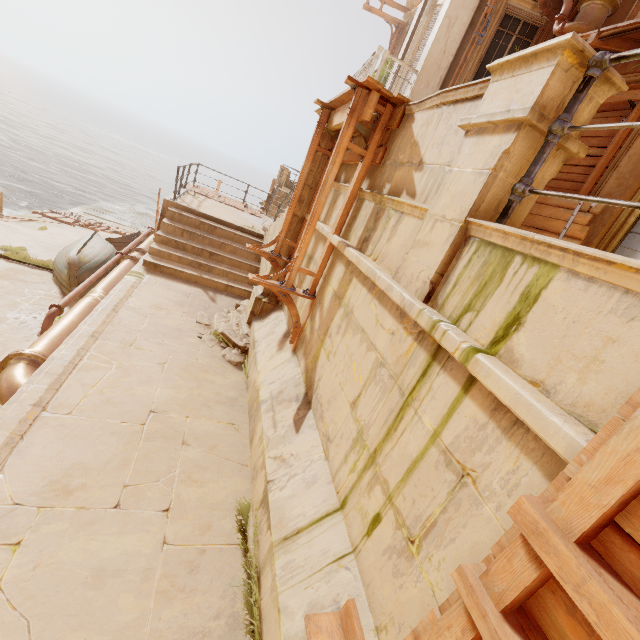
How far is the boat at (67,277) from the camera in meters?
8.7 m

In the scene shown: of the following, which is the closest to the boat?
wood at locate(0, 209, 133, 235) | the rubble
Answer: wood at locate(0, 209, 133, 235)

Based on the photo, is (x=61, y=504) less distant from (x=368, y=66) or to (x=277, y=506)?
(x=277, y=506)

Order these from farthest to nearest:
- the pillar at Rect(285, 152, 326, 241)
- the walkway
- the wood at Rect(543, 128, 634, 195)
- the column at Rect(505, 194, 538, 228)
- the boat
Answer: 1. the walkway
2. the boat
3. the wood at Rect(543, 128, 634, 195)
4. the pillar at Rect(285, 152, 326, 241)
5. the column at Rect(505, 194, 538, 228)

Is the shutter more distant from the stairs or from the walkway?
the walkway

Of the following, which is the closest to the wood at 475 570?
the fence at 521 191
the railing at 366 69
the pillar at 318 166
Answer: the fence at 521 191

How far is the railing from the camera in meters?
8.4

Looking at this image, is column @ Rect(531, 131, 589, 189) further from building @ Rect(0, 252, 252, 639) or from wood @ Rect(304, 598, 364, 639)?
building @ Rect(0, 252, 252, 639)
